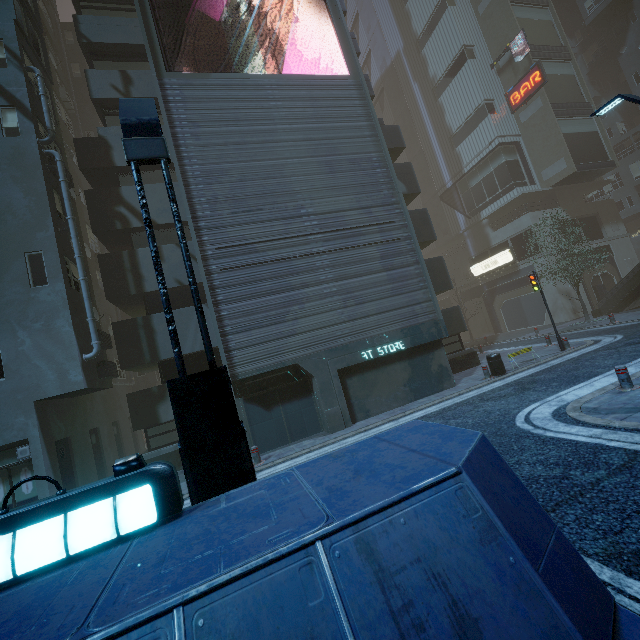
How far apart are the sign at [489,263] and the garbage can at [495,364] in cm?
2059

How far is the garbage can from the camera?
13.5 meters

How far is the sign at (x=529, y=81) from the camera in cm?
2771

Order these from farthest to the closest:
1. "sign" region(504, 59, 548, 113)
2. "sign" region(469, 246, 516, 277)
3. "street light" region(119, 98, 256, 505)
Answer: "sign" region(469, 246, 516, 277)
"sign" region(504, 59, 548, 113)
"street light" region(119, 98, 256, 505)

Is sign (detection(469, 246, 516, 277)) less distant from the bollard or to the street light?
the bollard

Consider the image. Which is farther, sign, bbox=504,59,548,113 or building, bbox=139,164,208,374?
sign, bbox=504,59,548,113

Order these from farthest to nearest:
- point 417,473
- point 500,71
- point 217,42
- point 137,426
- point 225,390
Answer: point 500,71 → point 217,42 → point 137,426 → point 225,390 → point 417,473

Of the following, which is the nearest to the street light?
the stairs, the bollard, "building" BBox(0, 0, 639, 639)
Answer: "building" BBox(0, 0, 639, 639)
